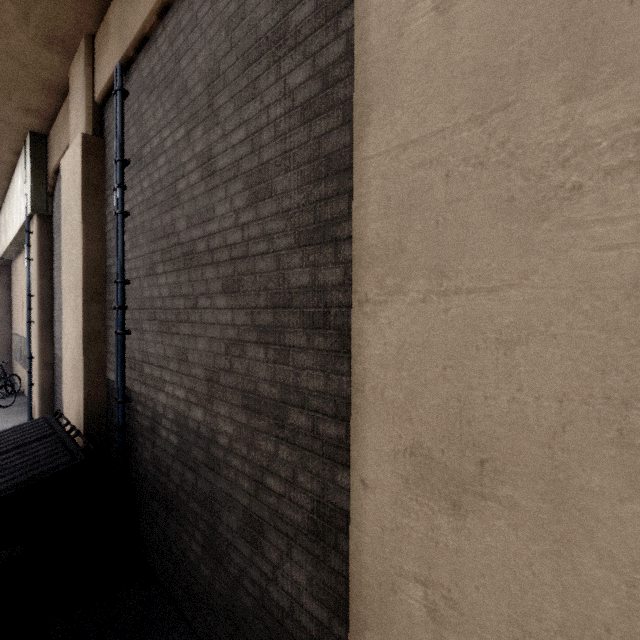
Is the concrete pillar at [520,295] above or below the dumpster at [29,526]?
above

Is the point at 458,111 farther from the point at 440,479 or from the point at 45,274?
the point at 45,274

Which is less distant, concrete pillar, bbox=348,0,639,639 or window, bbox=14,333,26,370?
concrete pillar, bbox=348,0,639,639

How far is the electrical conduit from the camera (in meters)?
3.95

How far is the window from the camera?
11.2 meters

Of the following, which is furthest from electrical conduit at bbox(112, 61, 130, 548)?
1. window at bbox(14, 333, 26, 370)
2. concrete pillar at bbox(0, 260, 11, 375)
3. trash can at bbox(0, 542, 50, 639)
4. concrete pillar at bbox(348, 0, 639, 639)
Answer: concrete pillar at bbox(0, 260, 11, 375)

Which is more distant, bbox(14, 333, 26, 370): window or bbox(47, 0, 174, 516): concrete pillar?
bbox(14, 333, 26, 370): window

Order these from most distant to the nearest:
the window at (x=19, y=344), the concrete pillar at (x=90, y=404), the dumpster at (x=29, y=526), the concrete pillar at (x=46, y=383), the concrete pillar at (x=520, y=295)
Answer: the window at (x=19, y=344) < the concrete pillar at (x=46, y=383) < the concrete pillar at (x=90, y=404) < the dumpster at (x=29, y=526) < the concrete pillar at (x=520, y=295)
